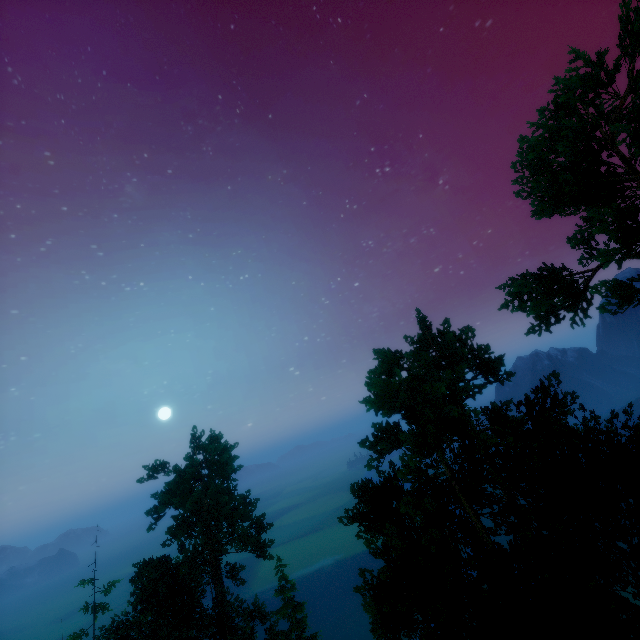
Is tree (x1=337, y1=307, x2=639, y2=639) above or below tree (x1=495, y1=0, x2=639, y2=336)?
below

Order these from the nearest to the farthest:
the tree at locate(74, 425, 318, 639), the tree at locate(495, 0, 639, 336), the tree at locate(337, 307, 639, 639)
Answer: the tree at locate(337, 307, 639, 639) → the tree at locate(495, 0, 639, 336) → the tree at locate(74, 425, 318, 639)

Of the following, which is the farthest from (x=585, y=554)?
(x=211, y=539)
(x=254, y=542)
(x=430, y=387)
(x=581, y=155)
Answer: (x=254, y=542)

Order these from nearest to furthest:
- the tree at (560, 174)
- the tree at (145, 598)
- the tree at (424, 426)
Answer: the tree at (424, 426) < the tree at (560, 174) < the tree at (145, 598)

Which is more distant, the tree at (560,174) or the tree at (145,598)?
the tree at (145,598)

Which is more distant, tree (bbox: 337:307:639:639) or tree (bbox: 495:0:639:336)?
tree (bbox: 495:0:639:336)
